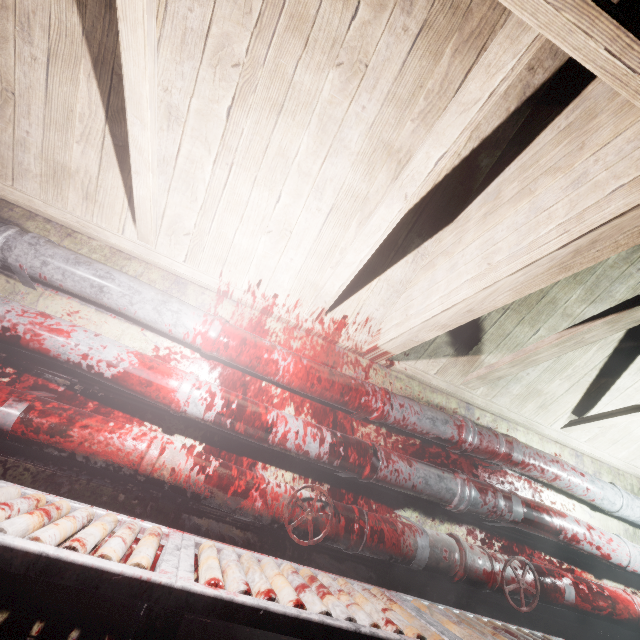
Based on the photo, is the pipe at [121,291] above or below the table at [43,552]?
above

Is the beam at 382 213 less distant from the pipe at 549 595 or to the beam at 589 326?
the beam at 589 326

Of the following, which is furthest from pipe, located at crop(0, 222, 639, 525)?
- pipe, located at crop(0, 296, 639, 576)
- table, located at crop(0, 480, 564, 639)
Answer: table, located at crop(0, 480, 564, 639)

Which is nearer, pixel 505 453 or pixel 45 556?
pixel 45 556

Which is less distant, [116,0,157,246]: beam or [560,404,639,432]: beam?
[116,0,157,246]: beam

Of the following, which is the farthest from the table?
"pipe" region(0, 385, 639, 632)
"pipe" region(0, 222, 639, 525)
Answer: "pipe" region(0, 222, 639, 525)

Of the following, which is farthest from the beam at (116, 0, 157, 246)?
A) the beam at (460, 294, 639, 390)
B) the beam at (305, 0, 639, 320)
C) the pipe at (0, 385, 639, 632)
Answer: the beam at (460, 294, 639, 390)

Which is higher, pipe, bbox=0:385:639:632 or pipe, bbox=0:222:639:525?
pipe, bbox=0:222:639:525
